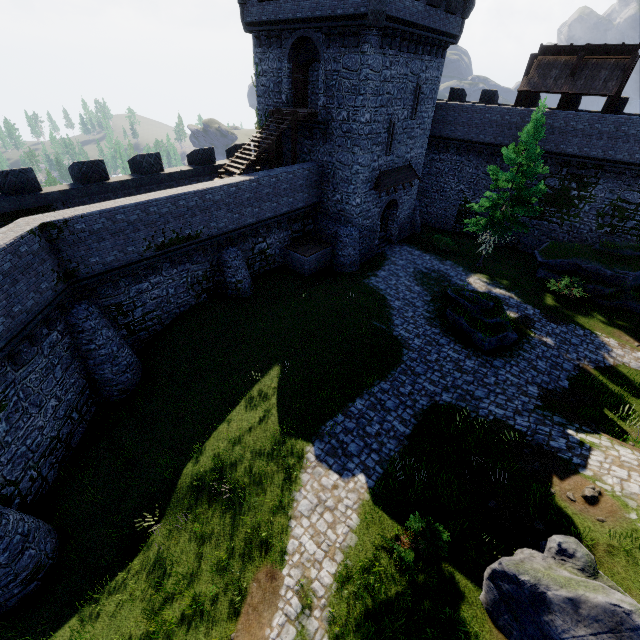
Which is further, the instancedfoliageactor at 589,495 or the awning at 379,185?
the awning at 379,185

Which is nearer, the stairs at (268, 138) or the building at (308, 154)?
the building at (308, 154)

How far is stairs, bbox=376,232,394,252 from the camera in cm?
2752

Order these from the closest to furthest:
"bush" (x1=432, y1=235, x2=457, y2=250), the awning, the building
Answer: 1. the building
2. the awning
3. "bush" (x1=432, y1=235, x2=457, y2=250)

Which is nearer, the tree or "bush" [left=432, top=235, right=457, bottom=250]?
the tree

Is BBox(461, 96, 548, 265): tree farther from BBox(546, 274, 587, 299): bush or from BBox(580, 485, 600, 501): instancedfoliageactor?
BBox(580, 485, 600, 501): instancedfoliageactor

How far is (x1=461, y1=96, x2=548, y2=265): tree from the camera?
19.3m

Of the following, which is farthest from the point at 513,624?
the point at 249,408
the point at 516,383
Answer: the point at 249,408
